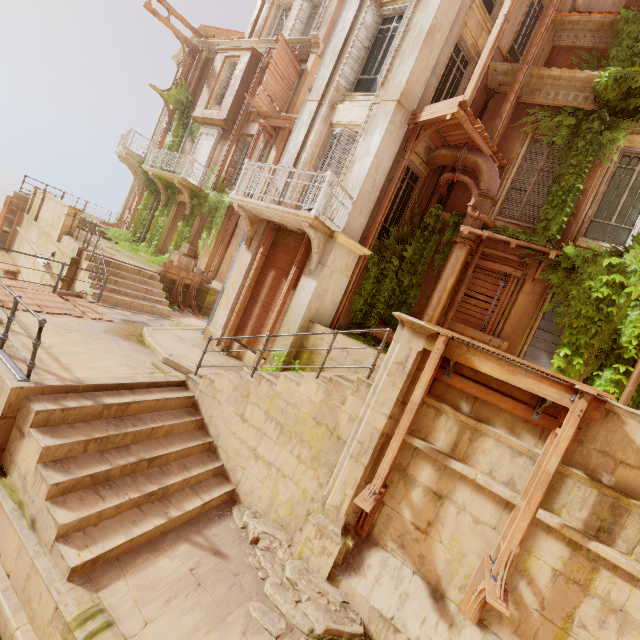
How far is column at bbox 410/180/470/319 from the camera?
9.68m

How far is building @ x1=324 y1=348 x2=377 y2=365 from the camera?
8.0m

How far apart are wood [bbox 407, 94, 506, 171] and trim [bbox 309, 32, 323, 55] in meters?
9.6 m

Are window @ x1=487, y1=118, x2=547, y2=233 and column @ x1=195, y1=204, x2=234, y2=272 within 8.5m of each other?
no

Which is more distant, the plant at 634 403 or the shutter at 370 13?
the shutter at 370 13

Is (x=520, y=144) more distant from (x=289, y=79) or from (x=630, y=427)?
(x=289, y=79)

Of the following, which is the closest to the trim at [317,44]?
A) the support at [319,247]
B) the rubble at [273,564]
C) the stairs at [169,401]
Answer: the support at [319,247]

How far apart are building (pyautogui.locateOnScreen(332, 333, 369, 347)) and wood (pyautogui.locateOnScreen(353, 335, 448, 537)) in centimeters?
234cm
